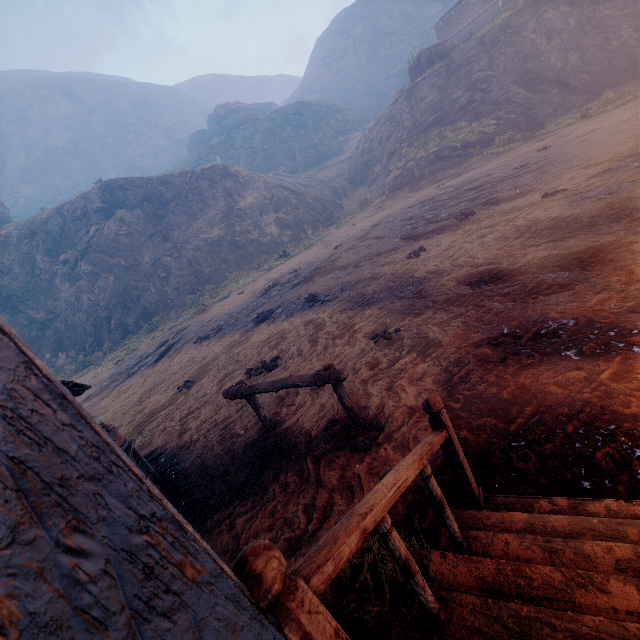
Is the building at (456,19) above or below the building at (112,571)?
above

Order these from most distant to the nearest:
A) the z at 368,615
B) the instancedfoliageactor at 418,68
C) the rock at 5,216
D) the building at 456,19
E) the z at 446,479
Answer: the rock at 5,216, the building at 456,19, the instancedfoliageactor at 418,68, the z at 446,479, the z at 368,615

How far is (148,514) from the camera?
0.5 meters

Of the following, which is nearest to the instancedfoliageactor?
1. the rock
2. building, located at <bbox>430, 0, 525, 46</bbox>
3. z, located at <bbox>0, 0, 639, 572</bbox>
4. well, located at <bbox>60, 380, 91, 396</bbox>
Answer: z, located at <bbox>0, 0, 639, 572</bbox>

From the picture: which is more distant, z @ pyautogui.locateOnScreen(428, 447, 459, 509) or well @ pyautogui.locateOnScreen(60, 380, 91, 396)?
well @ pyautogui.locateOnScreen(60, 380, 91, 396)

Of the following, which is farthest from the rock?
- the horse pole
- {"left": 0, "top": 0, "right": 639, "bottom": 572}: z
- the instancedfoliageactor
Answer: the horse pole

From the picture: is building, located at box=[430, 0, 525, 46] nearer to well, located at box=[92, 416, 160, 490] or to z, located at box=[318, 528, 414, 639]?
z, located at box=[318, 528, 414, 639]

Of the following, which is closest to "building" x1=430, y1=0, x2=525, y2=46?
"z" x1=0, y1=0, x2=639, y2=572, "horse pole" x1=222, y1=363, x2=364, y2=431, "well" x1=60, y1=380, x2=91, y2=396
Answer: "z" x1=0, y1=0, x2=639, y2=572
